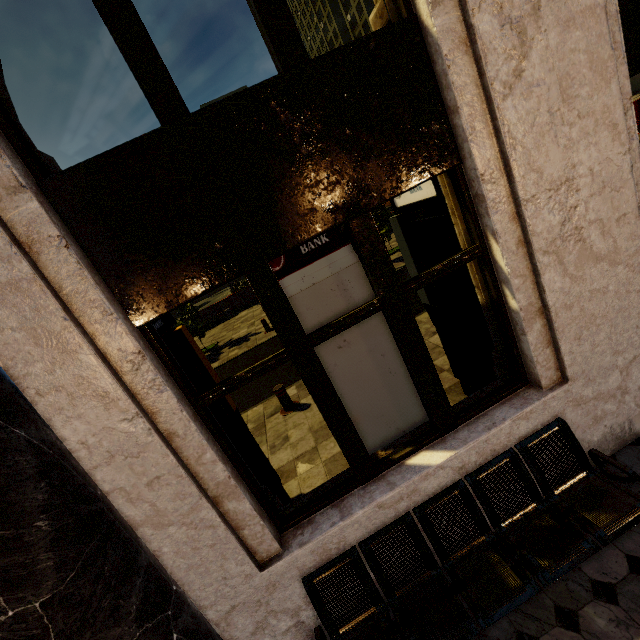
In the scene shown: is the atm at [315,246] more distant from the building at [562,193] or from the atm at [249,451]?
the atm at [249,451]

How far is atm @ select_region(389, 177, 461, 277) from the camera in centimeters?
309cm

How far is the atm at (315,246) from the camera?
2.8 meters

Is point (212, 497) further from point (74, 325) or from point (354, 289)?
point (354, 289)

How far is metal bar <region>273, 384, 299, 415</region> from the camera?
6.5 meters

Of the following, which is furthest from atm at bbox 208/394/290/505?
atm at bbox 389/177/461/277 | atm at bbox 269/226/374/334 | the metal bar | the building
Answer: atm at bbox 389/177/461/277

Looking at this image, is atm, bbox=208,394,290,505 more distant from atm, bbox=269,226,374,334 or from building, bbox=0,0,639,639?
atm, bbox=269,226,374,334
